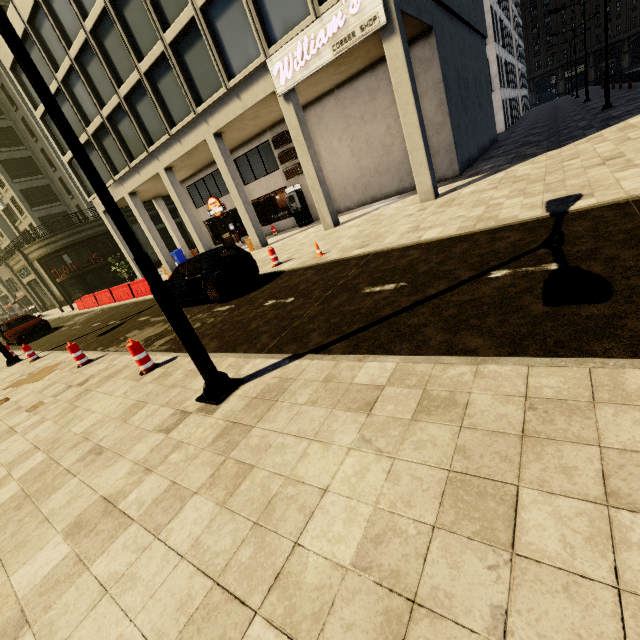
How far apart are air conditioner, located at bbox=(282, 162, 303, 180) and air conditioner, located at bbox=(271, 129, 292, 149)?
1.10m

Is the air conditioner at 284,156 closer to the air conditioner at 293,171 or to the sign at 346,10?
the air conditioner at 293,171

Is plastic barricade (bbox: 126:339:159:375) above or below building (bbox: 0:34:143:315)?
below

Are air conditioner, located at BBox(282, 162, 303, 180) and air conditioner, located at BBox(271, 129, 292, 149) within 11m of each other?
yes

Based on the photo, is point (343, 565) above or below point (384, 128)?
below

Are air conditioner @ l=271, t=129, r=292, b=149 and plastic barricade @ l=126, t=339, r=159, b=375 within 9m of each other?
no

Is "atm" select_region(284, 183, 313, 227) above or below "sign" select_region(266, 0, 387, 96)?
below

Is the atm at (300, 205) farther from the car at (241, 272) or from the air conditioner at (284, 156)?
the car at (241, 272)
